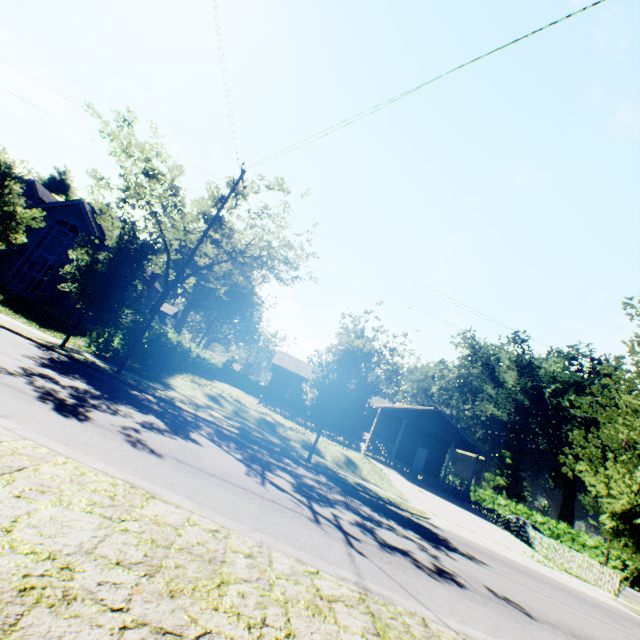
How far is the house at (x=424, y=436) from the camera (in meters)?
28.06

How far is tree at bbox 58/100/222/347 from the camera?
14.1 meters

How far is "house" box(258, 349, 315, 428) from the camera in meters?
32.1

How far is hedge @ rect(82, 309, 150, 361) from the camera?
17.12m

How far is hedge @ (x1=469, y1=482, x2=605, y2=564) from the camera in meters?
33.8

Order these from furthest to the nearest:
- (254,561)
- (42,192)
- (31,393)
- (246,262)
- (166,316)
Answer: (166,316) → (42,192) → (246,262) → (31,393) → (254,561)

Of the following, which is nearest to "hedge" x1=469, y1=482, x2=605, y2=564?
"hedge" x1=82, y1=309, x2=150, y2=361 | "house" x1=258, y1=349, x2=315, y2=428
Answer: "house" x1=258, y1=349, x2=315, y2=428
